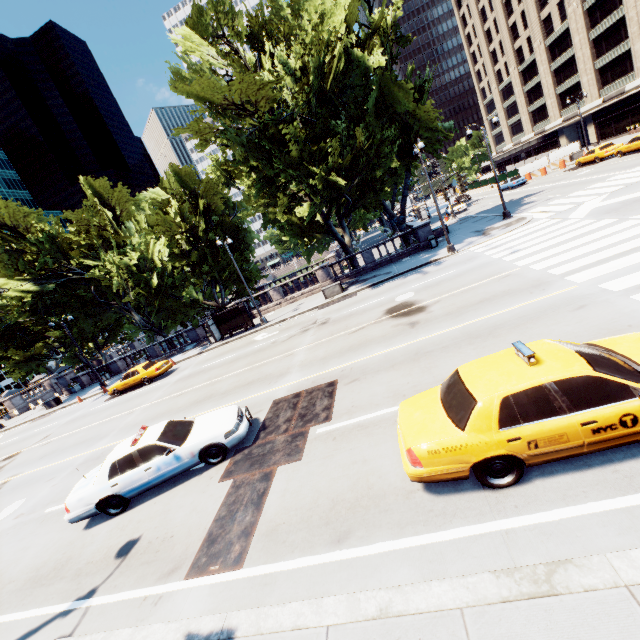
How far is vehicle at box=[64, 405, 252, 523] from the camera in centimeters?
866cm

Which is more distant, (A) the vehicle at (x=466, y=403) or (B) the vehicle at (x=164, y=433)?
(B) the vehicle at (x=164, y=433)

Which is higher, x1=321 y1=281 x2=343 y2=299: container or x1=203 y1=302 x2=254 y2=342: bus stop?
x1=203 y1=302 x2=254 y2=342: bus stop

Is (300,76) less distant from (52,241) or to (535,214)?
(535,214)

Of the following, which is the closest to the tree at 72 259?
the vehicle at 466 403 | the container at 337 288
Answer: the container at 337 288

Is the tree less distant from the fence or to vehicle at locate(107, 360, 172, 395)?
vehicle at locate(107, 360, 172, 395)

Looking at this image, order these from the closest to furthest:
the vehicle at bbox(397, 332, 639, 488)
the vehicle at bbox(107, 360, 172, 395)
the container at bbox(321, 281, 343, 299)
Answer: the vehicle at bbox(397, 332, 639, 488), the vehicle at bbox(107, 360, 172, 395), the container at bbox(321, 281, 343, 299)

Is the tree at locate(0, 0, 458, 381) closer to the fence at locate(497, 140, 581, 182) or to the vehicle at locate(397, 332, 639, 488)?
the fence at locate(497, 140, 581, 182)
